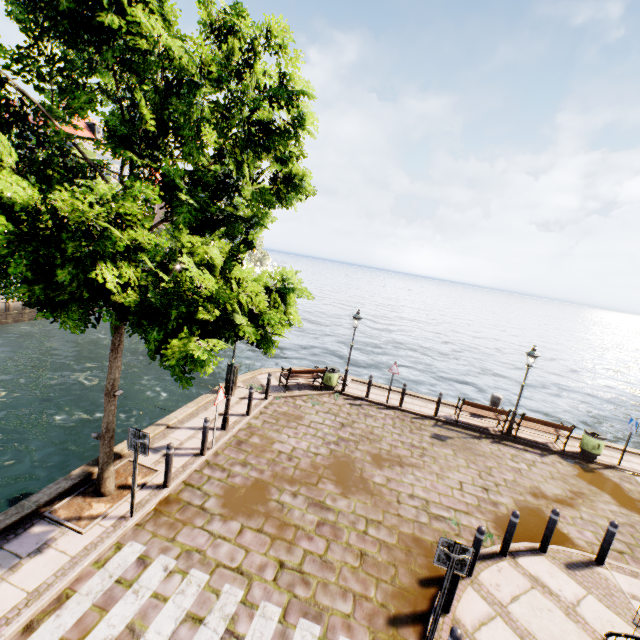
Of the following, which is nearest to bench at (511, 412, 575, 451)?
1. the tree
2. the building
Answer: the tree

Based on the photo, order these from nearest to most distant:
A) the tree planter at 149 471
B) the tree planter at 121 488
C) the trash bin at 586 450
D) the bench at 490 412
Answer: the tree planter at 121 488
the tree planter at 149 471
the trash bin at 586 450
the bench at 490 412

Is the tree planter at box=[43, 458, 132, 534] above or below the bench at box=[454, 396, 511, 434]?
below

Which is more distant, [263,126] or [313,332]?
[313,332]

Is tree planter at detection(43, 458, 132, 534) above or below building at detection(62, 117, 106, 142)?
below

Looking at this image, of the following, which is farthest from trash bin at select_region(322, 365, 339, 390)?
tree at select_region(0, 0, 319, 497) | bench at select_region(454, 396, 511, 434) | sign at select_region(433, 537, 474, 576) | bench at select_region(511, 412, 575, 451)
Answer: sign at select_region(433, 537, 474, 576)

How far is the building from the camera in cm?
3356

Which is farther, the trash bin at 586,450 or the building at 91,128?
the building at 91,128
